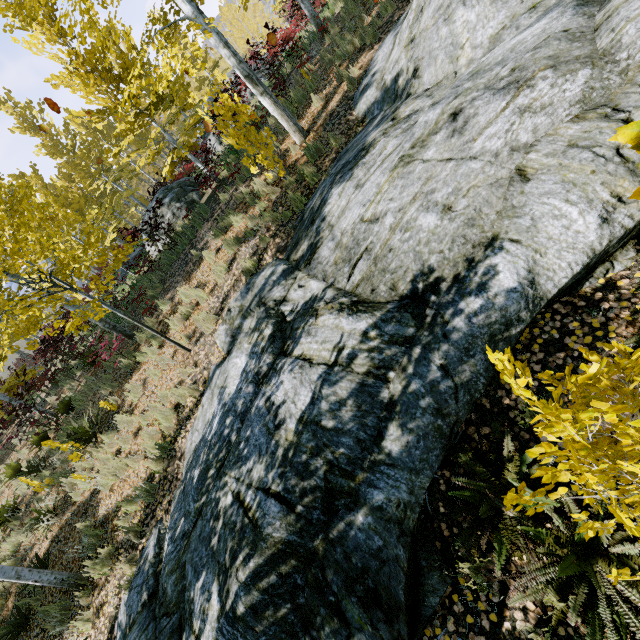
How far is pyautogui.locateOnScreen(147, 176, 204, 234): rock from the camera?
12.89m

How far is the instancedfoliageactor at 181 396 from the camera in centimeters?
641cm

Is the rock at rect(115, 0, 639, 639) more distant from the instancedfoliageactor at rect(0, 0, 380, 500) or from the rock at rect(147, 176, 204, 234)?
the rock at rect(147, 176, 204, 234)

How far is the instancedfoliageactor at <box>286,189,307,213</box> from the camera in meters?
7.0 m

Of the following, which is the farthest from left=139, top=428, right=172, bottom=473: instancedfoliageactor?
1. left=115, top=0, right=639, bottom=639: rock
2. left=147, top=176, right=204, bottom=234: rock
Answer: left=147, top=176, right=204, bottom=234: rock

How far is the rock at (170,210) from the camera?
12.89m

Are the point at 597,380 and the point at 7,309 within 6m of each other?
no
